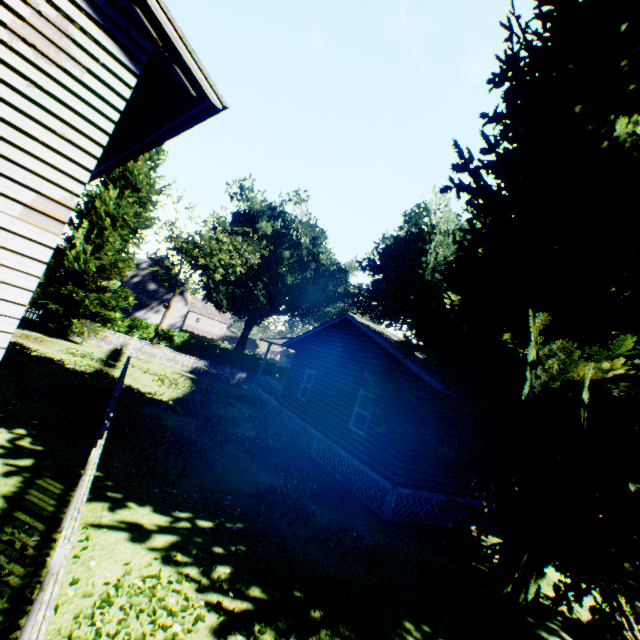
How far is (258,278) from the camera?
52.94m

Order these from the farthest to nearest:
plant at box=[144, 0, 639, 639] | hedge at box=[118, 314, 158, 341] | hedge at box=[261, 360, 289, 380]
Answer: hedge at box=[261, 360, 289, 380] < hedge at box=[118, 314, 158, 341] < plant at box=[144, 0, 639, 639]

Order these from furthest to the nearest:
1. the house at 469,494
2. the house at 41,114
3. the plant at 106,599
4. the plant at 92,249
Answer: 1. the plant at 92,249
2. the house at 469,494
3. the house at 41,114
4. the plant at 106,599

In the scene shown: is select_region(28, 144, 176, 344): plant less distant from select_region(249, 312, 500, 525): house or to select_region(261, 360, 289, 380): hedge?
select_region(249, 312, 500, 525): house

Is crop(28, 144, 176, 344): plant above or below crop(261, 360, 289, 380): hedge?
above

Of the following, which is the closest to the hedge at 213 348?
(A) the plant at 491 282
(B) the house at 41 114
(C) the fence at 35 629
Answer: (A) the plant at 491 282

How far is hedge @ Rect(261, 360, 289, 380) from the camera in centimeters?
4691cm

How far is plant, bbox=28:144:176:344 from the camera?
21.1m
